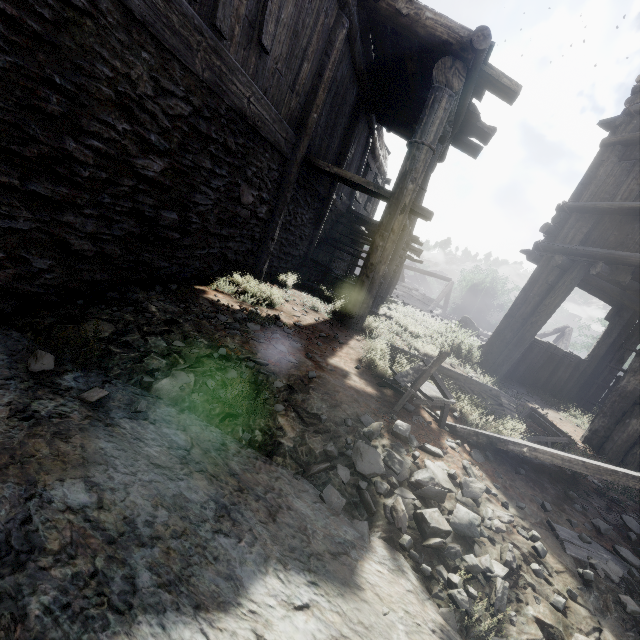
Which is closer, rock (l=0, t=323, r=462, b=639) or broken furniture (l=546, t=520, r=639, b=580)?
rock (l=0, t=323, r=462, b=639)

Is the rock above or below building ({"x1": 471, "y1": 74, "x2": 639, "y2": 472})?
below

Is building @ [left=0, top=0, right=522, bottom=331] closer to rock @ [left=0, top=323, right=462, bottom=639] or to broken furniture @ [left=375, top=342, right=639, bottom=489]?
rock @ [left=0, top=323, right=462, bottom=639]

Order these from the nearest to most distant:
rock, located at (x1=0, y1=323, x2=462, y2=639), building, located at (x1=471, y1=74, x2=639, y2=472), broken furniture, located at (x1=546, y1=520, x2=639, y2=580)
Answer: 1. rock, located at (x1=0, y1=323, x2=462, y2=639)
2. broken furniture, located at (x1=546, y1=520, x2=639, y2=580)
3. building, located at (x1=471, y1=74, x2=639, y2=472)

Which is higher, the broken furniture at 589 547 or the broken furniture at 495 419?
the broken furniture at 495 419

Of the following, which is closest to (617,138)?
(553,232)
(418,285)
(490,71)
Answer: (553,232)

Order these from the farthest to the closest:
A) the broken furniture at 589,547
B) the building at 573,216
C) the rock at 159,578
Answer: the building at 573,216, the broken furniture at 589,547, the rock at 159,578
